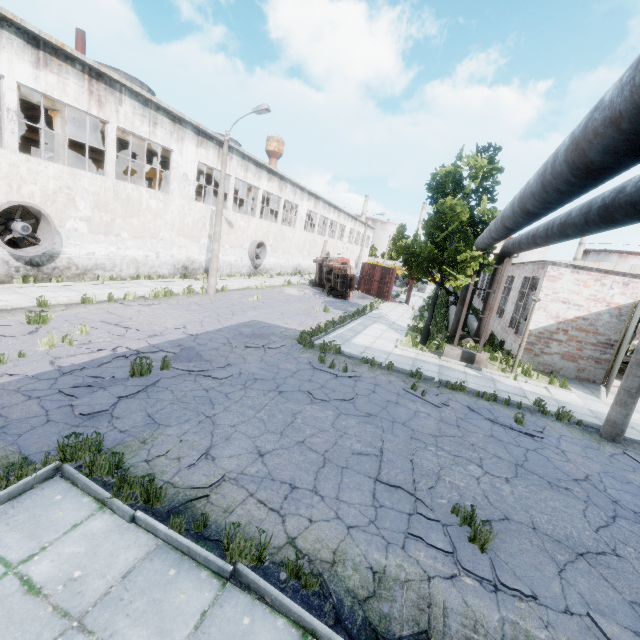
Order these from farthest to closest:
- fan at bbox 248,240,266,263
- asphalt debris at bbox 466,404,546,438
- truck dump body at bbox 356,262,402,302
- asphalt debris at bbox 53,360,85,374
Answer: truck dump body at bbox 356,262,402,302
fan at bbox 248,240,266,263
asphalt debris at bbox 466,404,546,438
asphalt debris at bbox 53,360,85,374

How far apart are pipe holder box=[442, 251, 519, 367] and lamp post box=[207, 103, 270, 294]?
12.0 meters

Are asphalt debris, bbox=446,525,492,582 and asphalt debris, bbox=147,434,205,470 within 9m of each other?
yes

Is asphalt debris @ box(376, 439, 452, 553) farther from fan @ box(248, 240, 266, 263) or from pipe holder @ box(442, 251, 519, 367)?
fan @ box(248, 240, 266, 263)

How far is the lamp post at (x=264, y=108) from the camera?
16.4m

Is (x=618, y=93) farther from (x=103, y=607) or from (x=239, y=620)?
(x=103, y=607)

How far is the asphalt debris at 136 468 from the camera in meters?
4.8 m

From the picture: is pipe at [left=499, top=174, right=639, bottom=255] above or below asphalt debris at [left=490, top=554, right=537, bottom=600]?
above
